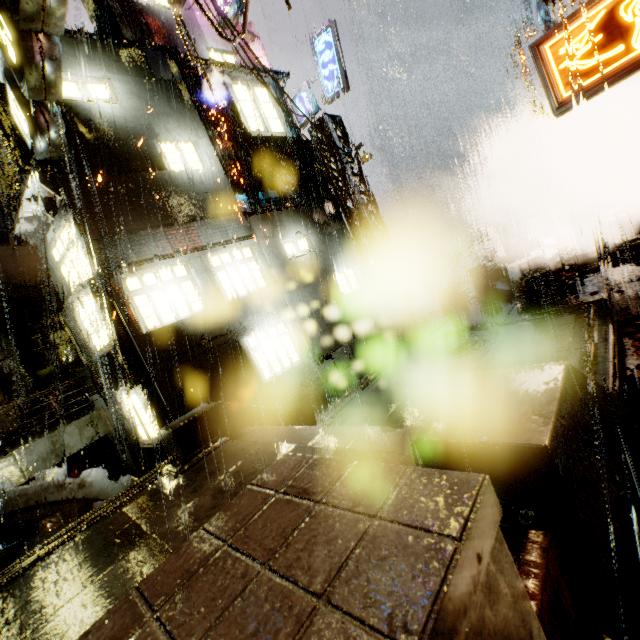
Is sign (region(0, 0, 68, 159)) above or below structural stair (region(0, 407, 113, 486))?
above

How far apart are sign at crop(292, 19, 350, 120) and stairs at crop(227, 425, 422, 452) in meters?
12.8

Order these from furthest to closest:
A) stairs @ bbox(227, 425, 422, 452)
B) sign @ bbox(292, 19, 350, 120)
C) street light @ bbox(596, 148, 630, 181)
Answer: street light @ bbox(596, 148, 630, 181)
sign @ bbox(292, 19, 350, 120)
stairs @ bbox(227, 425, 422, 452)

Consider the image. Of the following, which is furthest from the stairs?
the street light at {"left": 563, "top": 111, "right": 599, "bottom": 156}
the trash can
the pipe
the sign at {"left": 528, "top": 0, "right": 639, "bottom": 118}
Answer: the street light at {"left": 563, "top": 111, "right": 599, "bottom": 156}

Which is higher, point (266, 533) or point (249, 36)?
point (249, 36)

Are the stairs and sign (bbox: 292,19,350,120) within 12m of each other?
no

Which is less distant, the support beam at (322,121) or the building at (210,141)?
the building at (210,141)

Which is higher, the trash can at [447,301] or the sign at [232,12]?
the sign at [232,12]
